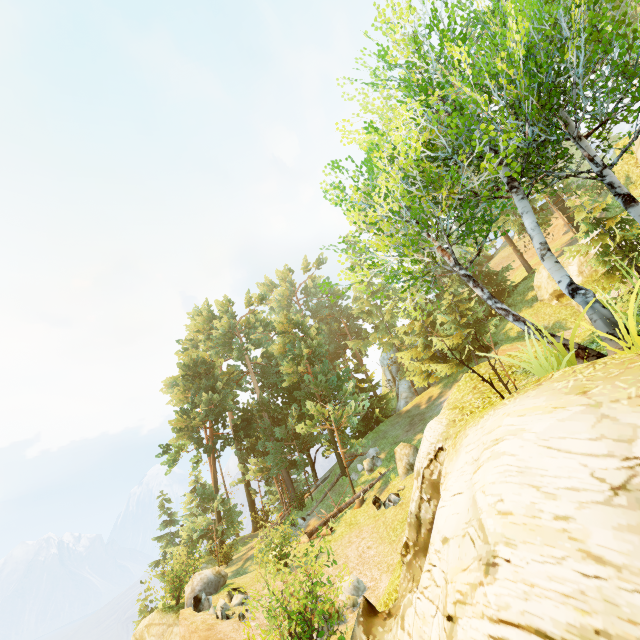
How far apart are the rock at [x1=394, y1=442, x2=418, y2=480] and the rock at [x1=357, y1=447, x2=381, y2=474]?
3.3m

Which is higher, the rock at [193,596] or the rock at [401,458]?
the rock at [401,458]

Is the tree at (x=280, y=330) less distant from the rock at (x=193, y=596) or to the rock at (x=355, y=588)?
the rock at (x=193, y=596)

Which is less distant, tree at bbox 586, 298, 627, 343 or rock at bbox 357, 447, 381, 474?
tree at bbox 586, 298, 627, 343

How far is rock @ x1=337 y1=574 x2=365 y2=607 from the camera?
11.2 meters

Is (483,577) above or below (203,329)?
below

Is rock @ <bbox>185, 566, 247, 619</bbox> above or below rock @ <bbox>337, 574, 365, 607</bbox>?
above

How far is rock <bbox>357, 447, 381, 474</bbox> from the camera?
21.5m
